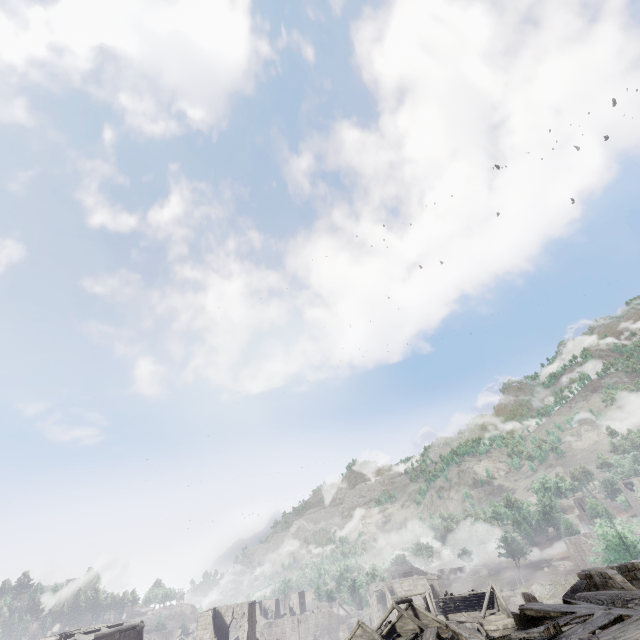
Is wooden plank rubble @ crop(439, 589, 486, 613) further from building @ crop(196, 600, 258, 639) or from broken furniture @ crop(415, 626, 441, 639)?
broken furniture @ crop(415, 626, 441, 639)

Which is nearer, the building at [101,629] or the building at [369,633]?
the building at [369,633]

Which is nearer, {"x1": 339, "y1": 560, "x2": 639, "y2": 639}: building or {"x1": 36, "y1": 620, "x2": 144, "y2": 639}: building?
{"x1": 339, "y1": 560, "x2": 639, "y2": 639}: building

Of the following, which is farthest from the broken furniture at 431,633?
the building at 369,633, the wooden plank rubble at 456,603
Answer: the wooden plank rubble at 456,603

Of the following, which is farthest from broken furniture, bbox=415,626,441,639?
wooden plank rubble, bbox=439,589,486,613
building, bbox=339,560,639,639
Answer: wooden plank rubble, bbox=439,589,486,613

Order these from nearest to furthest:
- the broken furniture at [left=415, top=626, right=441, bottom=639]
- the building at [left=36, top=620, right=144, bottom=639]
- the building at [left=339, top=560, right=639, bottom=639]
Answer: the building at [left=339, top=560, right=639, bottom=639] → the building at [left=36, top=620, right=144, bottom=639] → the broken furniture at [left=415, top=626, right=441, bottom=639]

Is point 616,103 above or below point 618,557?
above

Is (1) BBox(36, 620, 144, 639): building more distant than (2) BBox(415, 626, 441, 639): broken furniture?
No
